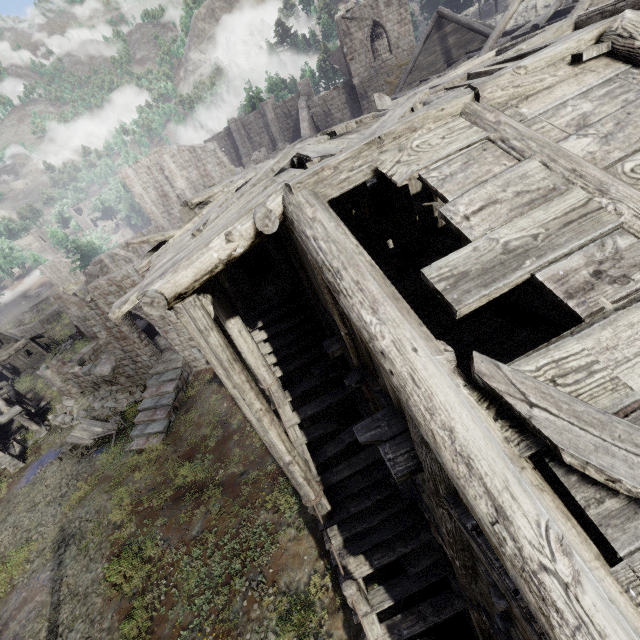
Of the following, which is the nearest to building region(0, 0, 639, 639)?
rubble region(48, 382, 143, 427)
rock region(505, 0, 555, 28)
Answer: rubble region(48, 382, 143, 427)

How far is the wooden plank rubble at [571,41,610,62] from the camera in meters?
4.0

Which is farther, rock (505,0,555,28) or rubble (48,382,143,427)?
rock (505,0,555,28)

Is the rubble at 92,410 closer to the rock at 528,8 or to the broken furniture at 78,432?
the broken furniture at 78,432

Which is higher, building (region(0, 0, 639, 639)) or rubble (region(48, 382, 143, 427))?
building (region(0, 0, 639, 639))

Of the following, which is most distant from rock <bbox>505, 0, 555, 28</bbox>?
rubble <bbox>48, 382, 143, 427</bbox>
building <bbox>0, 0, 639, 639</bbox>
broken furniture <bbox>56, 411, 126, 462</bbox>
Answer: broken furniture <bbox>56, 411, 126, 462</bbox>

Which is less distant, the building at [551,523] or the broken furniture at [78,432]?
the building at [551,523]

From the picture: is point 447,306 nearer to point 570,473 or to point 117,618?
point 570,473
